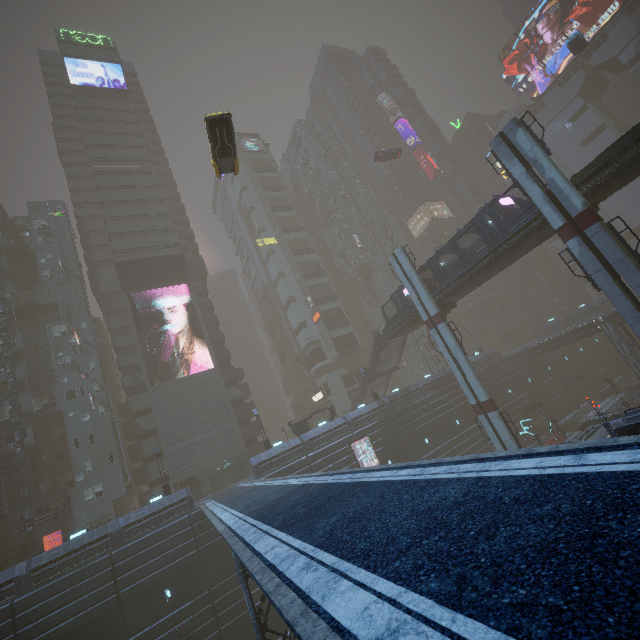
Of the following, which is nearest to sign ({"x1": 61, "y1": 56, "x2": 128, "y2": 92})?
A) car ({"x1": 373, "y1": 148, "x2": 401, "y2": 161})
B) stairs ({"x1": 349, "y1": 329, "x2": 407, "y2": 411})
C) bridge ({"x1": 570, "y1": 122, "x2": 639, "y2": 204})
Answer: car ({"x1": 373, "y1": 148, "x2": 401, "y2": 161})

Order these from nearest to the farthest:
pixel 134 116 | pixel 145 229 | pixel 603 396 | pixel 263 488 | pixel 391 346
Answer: pixel 263 488 < pixel 391 346 < pixel 145 229 < pixel 603 396 < pixel 134 116

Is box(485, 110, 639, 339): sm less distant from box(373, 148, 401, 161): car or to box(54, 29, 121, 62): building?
box(54, 29, 121, 62): building

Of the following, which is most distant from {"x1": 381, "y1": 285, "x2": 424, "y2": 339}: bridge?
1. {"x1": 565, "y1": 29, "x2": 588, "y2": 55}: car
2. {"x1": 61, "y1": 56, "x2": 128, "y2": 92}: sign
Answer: {"x1": 61, "y1": 56, "x2": 128, "y2": 92}: sign

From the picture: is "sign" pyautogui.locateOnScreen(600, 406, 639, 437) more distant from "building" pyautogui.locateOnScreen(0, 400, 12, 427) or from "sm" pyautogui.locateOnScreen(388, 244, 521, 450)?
"sm" pyautogui.locateOnScreen(388, 244, 521, 450)

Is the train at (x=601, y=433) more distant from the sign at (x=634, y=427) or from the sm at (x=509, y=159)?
the sign at (x=634, y=427)

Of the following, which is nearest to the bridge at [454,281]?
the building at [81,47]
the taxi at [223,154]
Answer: the building at [81,47]

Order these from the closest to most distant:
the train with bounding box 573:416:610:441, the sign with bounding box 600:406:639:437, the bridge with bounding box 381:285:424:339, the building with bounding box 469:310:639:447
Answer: the sign with bounding box 600:406:639:437 → the train with bounding box 573:416:610:441 → the bridge with bounding box 381:285:424:339 → the building with bounding box 469:310:639:447
